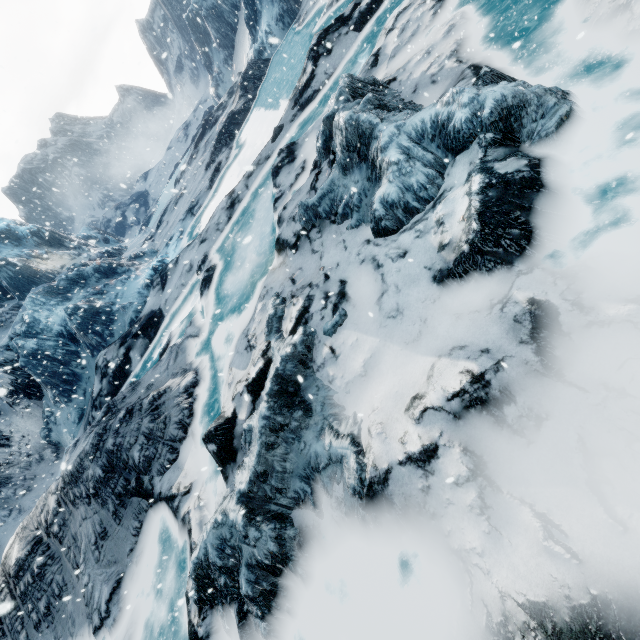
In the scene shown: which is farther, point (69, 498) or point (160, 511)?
point (69, 498)
